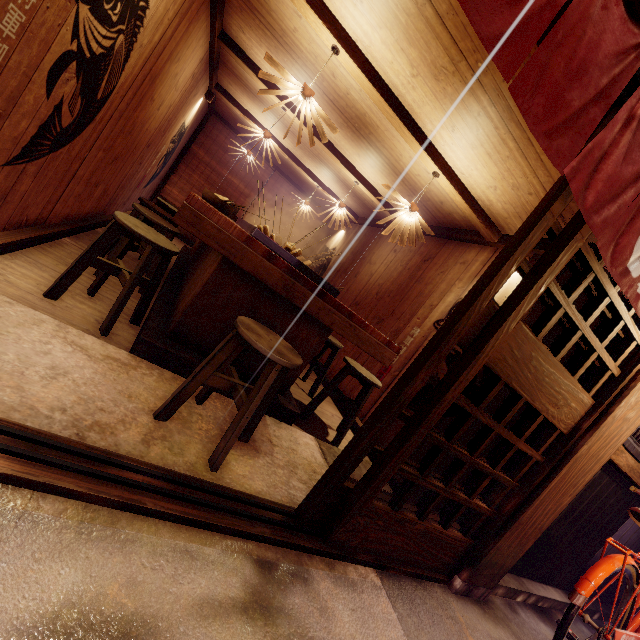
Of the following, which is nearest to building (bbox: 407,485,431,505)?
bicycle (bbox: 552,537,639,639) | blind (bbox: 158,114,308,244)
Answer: blind (bbox: 158,114,308,244)

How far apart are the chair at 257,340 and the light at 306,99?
3.0 meters

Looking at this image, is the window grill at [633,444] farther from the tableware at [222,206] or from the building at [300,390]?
the tableware at [222,206]

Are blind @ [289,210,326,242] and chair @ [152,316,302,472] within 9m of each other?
no

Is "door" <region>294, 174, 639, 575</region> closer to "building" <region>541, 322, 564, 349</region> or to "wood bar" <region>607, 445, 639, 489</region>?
"building" <region>541, 322, 564, 349</region>

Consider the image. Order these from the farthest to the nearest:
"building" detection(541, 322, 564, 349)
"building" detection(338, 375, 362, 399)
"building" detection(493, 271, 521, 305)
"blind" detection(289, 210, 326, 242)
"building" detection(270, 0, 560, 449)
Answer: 1. "blind" detection(289, 210, 326, 242)
2. "building" detection(338, 375, 362, 399)
3. "building" detection(493, 271, 521, 305)
4. "building" detection(541, 322, 564, 349)
5. "building" detection(270, 0, 560, 449)

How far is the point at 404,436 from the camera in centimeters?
320cm

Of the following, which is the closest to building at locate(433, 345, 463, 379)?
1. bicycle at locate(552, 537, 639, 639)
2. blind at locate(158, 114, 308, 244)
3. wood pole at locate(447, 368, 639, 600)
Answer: blind at locate(158, 114, 308, 244)
